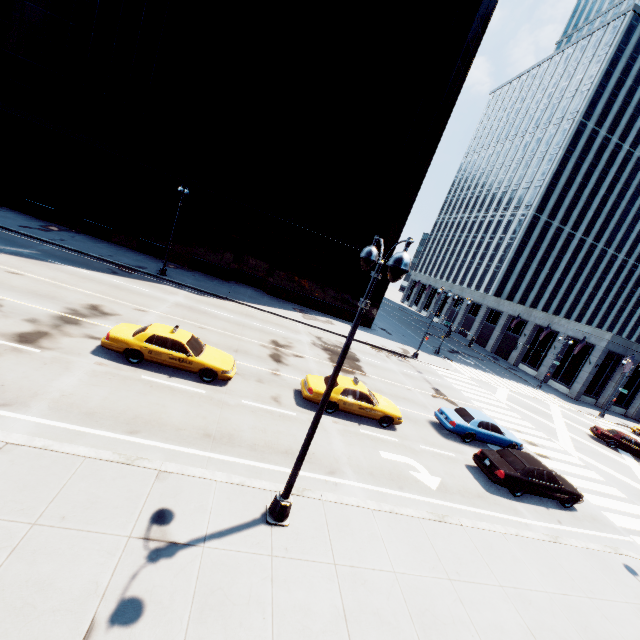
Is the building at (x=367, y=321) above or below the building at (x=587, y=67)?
below

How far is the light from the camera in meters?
5.9 m

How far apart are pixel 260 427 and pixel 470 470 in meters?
10.1 m

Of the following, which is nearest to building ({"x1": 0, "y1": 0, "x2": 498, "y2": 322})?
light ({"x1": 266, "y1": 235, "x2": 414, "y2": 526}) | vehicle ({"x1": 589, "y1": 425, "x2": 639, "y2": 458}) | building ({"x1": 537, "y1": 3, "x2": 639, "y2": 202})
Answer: vehicle ({"x1": 589, "y1": 425, "x2": 639, "y2": 458})

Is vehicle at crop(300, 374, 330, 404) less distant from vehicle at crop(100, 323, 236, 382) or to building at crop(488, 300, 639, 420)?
vehicle at crop(100, 323, 236, 382)

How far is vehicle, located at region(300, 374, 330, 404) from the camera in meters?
14.6

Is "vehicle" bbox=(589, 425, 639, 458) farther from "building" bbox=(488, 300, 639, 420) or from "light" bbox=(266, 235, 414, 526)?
"light" bbox=(266, 235, 414, 526)

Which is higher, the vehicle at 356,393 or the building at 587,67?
the building at 587,67
